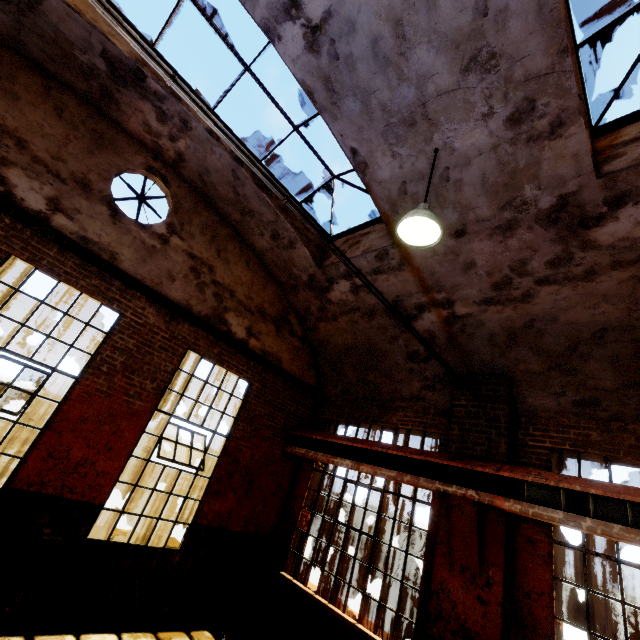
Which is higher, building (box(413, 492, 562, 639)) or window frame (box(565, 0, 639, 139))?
window frame (box(565, 0, 639, 139))

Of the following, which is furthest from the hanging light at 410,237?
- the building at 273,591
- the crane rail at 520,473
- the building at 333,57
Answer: the building at 273,591

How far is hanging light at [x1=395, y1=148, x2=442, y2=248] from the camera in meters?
3.8 m

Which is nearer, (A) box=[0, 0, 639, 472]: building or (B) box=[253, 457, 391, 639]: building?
(A) box=[0, 0, 639, 472]: building

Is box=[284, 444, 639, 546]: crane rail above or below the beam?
below

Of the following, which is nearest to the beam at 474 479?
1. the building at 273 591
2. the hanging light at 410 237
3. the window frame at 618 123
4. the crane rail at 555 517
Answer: the crane rail at 555 517

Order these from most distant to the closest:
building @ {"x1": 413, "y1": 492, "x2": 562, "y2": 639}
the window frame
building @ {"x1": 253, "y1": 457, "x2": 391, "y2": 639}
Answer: building @ {"x1": 253, "y1": 457, "x2": 391, "y2": 639} → building @ {"x1": 413, "y1": 492, "x2": 562, "y2": 639} → the window frame

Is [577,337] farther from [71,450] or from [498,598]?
[71,450]
